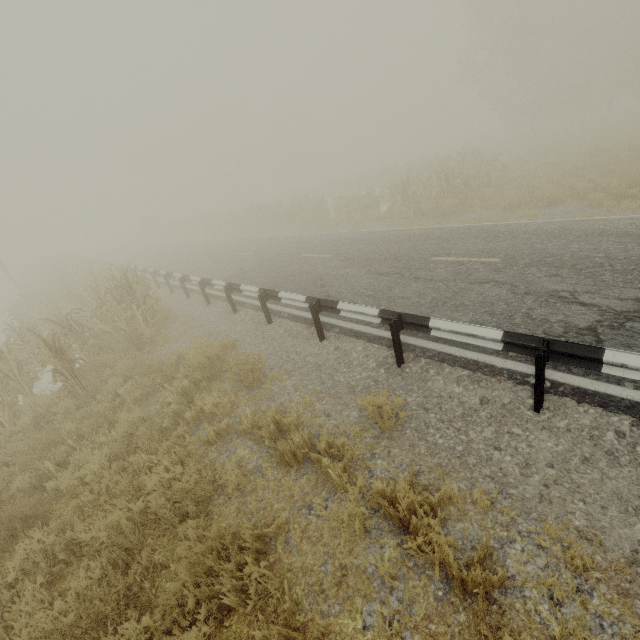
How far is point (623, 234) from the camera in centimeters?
718cm

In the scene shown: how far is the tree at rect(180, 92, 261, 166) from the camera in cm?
5541

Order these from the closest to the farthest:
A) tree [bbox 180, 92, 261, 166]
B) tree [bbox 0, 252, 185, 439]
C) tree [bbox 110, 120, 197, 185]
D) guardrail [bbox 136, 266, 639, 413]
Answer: guardrail [bbox 136, 266, 639, 413], tree [bbox 0, 252, 185, 439], tree [bbox 180, 92, 261, 166], tree [bbox 110, 120, 197, 185]

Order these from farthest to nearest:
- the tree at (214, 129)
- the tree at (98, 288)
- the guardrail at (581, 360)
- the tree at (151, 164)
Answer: the tree at (151, 164) → the tree at (214, 129) → the tree at (98, 288) → the guardrail at (581, 360)

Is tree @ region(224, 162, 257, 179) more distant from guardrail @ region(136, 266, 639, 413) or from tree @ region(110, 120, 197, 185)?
guardrail @ region(136, 266, 639, 413)

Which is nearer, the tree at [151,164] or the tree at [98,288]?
the tree at [98,288]

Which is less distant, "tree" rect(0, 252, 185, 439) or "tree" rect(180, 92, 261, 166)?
"tree" rect(0, 252, 185, 439)
